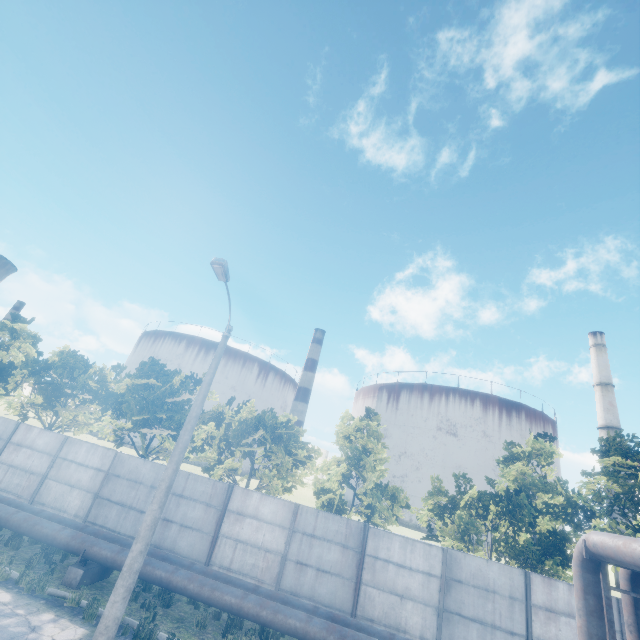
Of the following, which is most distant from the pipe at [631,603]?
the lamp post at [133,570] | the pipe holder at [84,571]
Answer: the lamp post at [133,570]

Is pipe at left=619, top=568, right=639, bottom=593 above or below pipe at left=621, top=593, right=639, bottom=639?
above

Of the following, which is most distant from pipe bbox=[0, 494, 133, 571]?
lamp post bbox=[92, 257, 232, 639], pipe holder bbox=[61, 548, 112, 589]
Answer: lamp post bbox=[92, 257, 232, 639]

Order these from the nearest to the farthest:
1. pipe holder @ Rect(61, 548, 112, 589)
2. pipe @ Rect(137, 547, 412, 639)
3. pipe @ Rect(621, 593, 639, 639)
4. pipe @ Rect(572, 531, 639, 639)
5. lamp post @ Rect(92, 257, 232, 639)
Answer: pipe @ Rect(572, 531, 639, 639) < pipe @ Rect(621, 593, 639, 639) < lamp post @ Rect(92, 257, 232, 639) < pipe @ Rect(137, 547, 412, 639) < pipe holder @ Rect(61, 548, 112, 589)

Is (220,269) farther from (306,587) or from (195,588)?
(306,587)

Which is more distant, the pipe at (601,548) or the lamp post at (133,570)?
the lamp post at (133,570)

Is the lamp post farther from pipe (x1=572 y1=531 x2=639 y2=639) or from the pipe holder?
the pipe holder

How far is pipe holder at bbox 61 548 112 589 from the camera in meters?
10.1
